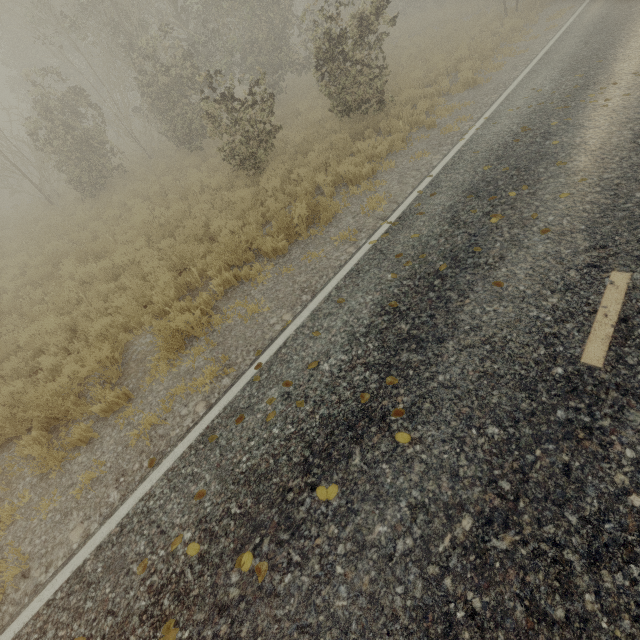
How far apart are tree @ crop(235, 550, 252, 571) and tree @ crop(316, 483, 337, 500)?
0.84m

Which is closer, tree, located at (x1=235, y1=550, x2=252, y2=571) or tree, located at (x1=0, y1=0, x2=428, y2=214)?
tree, located at (x1=235, y1=550, x2=252, y2=571)

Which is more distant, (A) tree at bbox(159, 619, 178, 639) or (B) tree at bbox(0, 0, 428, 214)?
(B) tree at bbox(0, 0, 428, 214)

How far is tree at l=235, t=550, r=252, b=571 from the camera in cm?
294

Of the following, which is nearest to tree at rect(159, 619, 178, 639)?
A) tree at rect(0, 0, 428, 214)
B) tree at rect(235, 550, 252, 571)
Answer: tree at rect(235, 550, 252, 571)

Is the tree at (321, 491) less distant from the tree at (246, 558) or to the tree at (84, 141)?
the tree at (246, 558)

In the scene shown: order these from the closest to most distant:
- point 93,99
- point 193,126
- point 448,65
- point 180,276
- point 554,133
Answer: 1. point 554,133
2. point 180,276
3. point 448,65
4. point 193,126
5. point 93,99

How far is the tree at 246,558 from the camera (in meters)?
2.94
